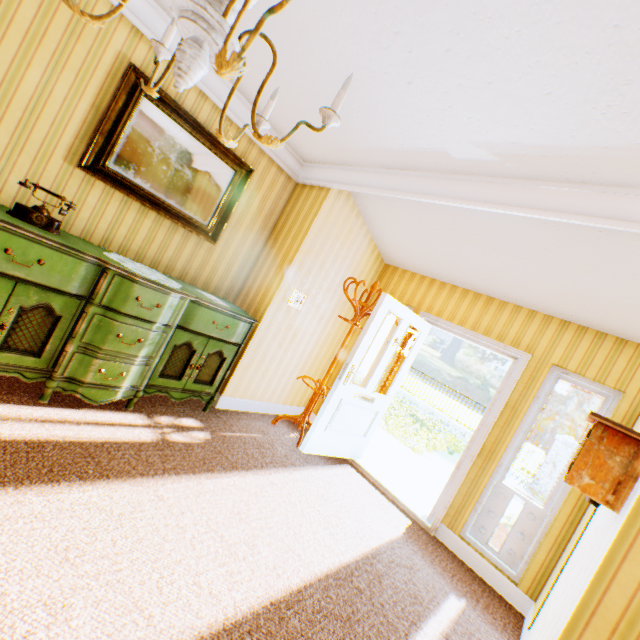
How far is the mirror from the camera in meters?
2.8 m

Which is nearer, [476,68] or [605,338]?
[476,68]

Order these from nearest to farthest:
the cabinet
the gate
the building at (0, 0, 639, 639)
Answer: the building at (0, 0, 639, 639) < the cabinet < the gate

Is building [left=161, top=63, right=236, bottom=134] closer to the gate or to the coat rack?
the coat rack

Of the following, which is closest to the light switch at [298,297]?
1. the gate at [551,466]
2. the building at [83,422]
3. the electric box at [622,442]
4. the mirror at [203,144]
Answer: the building at [83,422]

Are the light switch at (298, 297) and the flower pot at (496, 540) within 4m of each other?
yes

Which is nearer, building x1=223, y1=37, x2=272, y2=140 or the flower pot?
building x1=223, y1=37, x2=272, y2=140

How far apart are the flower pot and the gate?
11.3m
